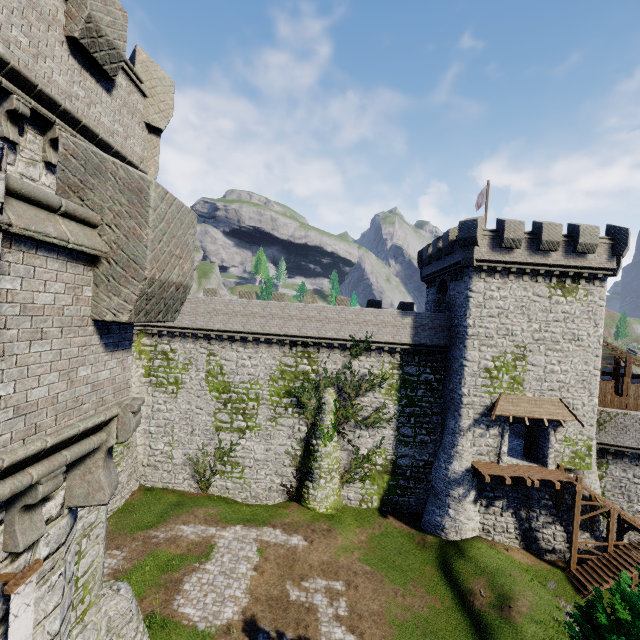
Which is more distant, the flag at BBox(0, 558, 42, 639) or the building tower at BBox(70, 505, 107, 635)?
the building tower at BBox(70, 505, 107, 635)

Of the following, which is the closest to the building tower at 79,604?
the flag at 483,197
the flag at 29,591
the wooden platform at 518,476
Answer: the flag at 29,591

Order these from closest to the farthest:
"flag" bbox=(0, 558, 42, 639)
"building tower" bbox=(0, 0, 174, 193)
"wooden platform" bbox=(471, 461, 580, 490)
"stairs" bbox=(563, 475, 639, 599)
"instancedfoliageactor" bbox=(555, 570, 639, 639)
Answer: "flag" bbox=(0, 558, 42, 639)
"building tower" bbox=(0, 0, 174, 193)
"instancedfoliageactor" bbox=(555, 570, 639, 639)
"stairs" bbox=(563, 475, 639, 599)
"wooden platform" bbox=(471, 461, 580, 490)

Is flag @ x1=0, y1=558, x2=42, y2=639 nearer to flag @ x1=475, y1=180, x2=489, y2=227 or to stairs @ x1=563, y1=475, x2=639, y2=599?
stairs @ x1=563, y1=475, x2=639, y2=599

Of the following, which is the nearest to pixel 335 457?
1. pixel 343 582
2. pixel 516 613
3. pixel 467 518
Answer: pixel 343 582

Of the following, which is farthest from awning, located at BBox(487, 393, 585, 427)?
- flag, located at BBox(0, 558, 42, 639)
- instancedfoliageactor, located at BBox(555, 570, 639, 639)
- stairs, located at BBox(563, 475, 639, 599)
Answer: flag, located at BBox(0, 558, 42, 639)

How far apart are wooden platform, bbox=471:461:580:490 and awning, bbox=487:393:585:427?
3.09m

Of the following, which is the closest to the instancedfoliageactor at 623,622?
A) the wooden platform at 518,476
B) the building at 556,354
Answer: the wooden platform at 518,476
